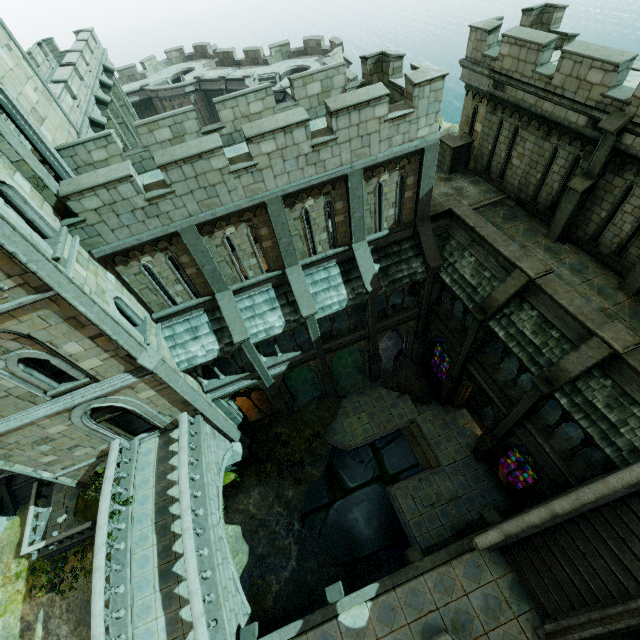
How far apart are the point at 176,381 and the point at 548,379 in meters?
14.0 m

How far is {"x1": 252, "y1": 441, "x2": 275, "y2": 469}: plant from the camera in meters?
19.3 m

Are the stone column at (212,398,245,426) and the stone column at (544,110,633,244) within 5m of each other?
no

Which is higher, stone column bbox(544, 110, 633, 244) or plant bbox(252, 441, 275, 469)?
stone column bbox(544, 110, 633, 244)

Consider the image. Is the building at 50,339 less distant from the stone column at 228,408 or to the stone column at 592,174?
the stone column at 228,408

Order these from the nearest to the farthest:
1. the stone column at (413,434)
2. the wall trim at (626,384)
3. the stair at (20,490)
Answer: the wall trim at (626,384) < the stone column at (413,434) < the stair at (20,490)

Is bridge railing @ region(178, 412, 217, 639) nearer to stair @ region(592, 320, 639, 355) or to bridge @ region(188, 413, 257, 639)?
bridge @ region(188, 413, 257, 639)

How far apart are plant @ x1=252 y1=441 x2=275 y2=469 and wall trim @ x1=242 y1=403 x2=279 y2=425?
0.8 meters
